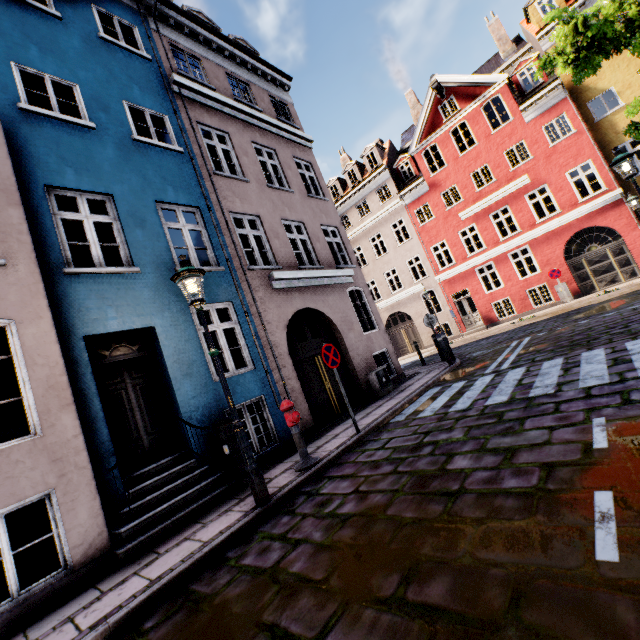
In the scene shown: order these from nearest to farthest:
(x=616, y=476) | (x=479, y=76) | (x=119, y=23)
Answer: (x=616, y=476) < (x=119, y=23) < (x=479, y=76)

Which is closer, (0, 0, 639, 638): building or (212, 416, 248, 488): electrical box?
(0, 0, 639, 638): building

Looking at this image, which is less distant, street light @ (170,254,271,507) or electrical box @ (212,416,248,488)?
street light @ (170,254,271,507)

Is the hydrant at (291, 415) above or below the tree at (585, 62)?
below

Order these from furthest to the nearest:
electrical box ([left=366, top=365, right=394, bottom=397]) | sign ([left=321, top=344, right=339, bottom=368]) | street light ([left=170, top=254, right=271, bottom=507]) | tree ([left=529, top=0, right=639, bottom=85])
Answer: electrical box ([left=366, top=365, right=394, bottom=397]), tree ([left=529, top=0, right=639, bottom=85]), sign ([left=321, top=344, right=339, bottom=368]), street light ([left=170, top=254, right=271, bottom=507])

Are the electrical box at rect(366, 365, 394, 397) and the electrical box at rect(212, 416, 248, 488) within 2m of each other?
no

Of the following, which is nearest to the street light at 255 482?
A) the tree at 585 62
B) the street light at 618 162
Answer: the tree at 585 62

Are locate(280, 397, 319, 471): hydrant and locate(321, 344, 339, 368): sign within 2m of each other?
yes
